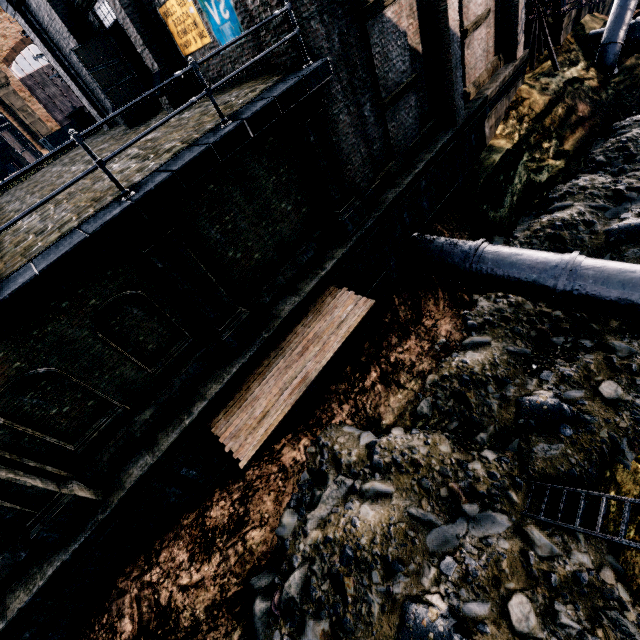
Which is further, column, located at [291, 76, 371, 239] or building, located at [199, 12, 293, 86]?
column, located at [291, 76, 371, 239]

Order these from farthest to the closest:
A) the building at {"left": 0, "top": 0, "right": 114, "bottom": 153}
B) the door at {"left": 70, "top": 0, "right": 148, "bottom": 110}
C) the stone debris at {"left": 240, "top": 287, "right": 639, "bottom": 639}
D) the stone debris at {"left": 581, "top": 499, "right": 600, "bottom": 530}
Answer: the building at {"left": 0, "top": 0, "right": 114, "bottom": 153}
the door at {"left": 70, "top": 0, "right": 148, "bottom": 110}
the stone debris at {"left": 581, "top": 499, "right": 600, "bottom": 530}
the stone debris at {"left": 240, "top": 287, "right": 639, "bottom": 639}

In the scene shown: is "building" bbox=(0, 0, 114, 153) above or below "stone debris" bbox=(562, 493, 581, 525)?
above

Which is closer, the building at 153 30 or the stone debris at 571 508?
the stone debris at 571 508

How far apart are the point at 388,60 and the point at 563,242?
9.9m

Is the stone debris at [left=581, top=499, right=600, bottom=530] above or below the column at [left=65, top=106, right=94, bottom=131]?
below

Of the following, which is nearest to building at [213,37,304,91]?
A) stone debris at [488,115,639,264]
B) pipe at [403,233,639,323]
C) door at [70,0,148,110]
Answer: door at [70,0,148,110]

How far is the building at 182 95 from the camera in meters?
12.3 m
